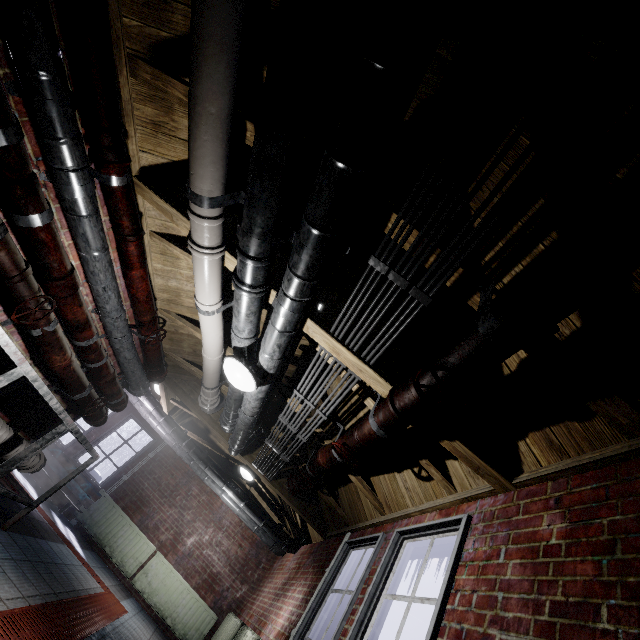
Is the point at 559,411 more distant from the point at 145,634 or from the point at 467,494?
the point at 145,634

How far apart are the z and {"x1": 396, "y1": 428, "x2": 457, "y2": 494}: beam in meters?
0.5 m

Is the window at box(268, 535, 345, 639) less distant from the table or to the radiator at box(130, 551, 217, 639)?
the table

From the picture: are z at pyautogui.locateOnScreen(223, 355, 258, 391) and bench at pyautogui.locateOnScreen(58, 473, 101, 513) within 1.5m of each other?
no

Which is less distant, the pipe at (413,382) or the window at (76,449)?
the pipe at (413,382)

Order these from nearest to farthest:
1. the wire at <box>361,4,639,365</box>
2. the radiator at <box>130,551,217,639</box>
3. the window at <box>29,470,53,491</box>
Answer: the wire at <box>361,4,639,365</box>
the radiator at <box>130,551,217,639</box>
the window at <box>29,470,53,491</box>

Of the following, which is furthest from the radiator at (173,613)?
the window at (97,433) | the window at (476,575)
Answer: the window at (476,575)

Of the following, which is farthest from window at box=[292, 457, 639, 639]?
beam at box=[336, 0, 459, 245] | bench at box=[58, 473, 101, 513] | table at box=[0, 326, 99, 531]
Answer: bench at box=[58, 473, 101, 513]
